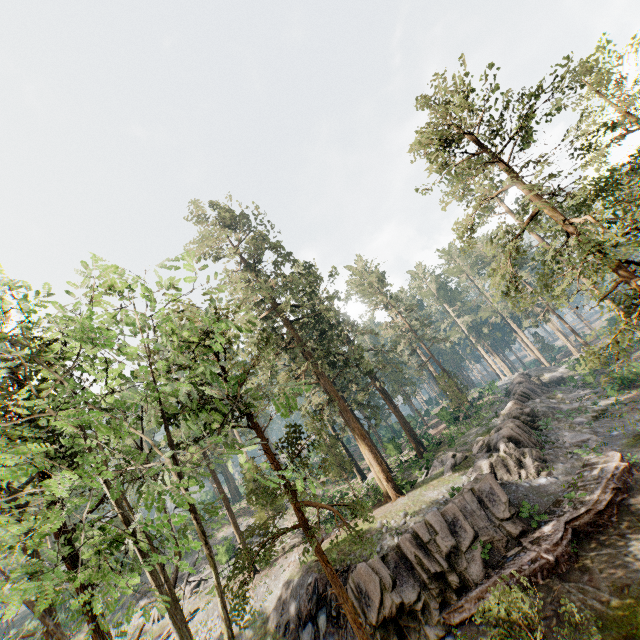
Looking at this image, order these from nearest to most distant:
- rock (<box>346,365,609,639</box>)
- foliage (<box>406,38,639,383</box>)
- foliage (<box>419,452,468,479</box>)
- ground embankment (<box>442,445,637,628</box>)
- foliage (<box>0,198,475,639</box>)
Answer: foliage (<box>0,198,475,639</box>), foliage (<box>406,38,639,383</box>), ground embankment (<box>442,445,637,628</box>), rock (<box>346,365,609,639</box>), foliage (<box>419,452,468,479</box>)

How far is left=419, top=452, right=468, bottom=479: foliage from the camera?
24.89m

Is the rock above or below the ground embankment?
above

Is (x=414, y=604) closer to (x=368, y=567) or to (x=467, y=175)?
(x=368, y=567)

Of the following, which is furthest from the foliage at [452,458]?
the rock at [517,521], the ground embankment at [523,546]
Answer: the ground embankment at [523,546]

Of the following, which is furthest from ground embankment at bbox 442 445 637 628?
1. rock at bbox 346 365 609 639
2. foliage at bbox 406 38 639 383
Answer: foliage at bbox 406 38 639 383

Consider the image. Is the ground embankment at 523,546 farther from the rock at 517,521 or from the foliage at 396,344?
the foliage at 396,344
